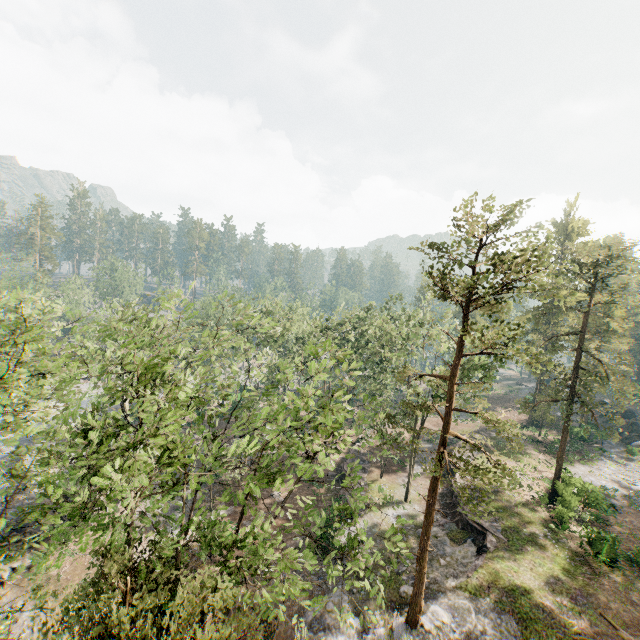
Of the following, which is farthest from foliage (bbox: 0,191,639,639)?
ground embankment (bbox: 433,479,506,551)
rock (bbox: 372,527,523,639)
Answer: ground embankment (bbox: 433,479,506,551)

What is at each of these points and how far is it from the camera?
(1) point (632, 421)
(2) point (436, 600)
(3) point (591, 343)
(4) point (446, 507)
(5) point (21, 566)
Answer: (1) rock, 46.5m
(2) rock, 19.9m
(3) foliage, 29.9m
(4) ground embankment, 30.0m
(5) rock, 22.1m

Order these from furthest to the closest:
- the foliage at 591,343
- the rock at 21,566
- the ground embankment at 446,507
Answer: the ground embankment at 446,507
the rock at 21,566
the foliage at 591,343

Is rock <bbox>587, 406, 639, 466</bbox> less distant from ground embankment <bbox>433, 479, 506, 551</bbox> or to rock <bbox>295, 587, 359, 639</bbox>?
ground embankment <bbox>433, 479, 506, 551</bbox>

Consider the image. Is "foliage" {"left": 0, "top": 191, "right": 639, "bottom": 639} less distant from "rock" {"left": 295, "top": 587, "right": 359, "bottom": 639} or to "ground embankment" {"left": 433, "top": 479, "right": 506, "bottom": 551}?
"rock" {"left": 295, "top": 587, "right": 359, "bottom": 639}

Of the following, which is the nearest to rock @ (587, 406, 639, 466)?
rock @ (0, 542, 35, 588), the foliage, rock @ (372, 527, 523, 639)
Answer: the foliage

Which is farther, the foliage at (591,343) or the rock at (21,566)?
the rock at (21,566)

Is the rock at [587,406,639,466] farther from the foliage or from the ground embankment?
the ground embankment
